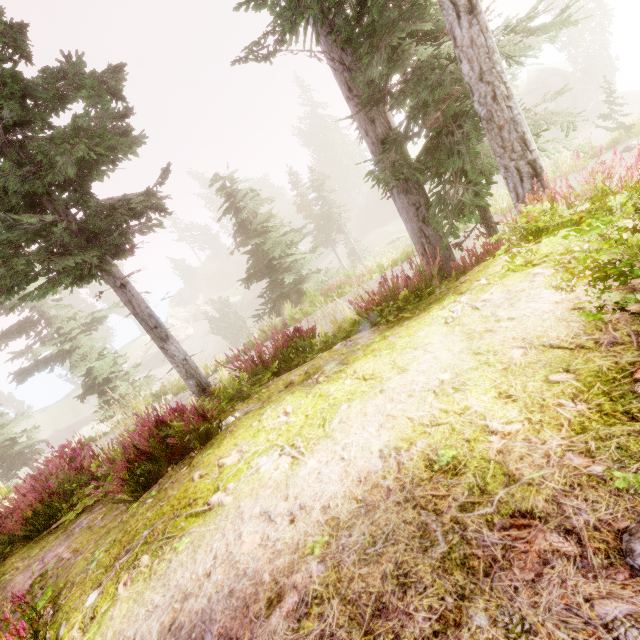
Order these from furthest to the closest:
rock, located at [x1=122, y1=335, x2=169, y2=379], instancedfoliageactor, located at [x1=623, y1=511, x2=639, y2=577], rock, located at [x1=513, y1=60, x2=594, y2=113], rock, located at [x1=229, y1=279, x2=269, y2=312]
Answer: rock, located at [x1=229, y1=279, x2=269, y2=312] < rock, located at [x1=122, y1=335, x2=169, y2=379] < rock, located at [x1=513, y1=60, x2=594, y2=113] < instancedfoliageactor, located at [x1=623, y1=511, x2=639, y2=577]

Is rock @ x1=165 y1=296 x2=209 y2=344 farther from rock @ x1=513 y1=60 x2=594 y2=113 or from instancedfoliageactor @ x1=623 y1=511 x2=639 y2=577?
rock @ x1=513 y1=60 x2=594 y2=113

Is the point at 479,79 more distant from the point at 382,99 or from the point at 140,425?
the point at 140,425

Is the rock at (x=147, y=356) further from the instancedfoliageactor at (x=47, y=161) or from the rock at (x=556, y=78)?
the rock at (x=556, y=78)

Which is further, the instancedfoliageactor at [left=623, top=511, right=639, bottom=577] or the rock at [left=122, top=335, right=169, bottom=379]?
the rock at [left=122, top=335, right=169, bottom=379]

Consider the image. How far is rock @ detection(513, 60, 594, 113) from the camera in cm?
3381

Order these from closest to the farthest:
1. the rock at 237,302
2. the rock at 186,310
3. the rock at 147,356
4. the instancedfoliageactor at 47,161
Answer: the instancedfoliageactor at 47,161, the rock at 147,356, the rock at 237,302, the rock at 186,310
